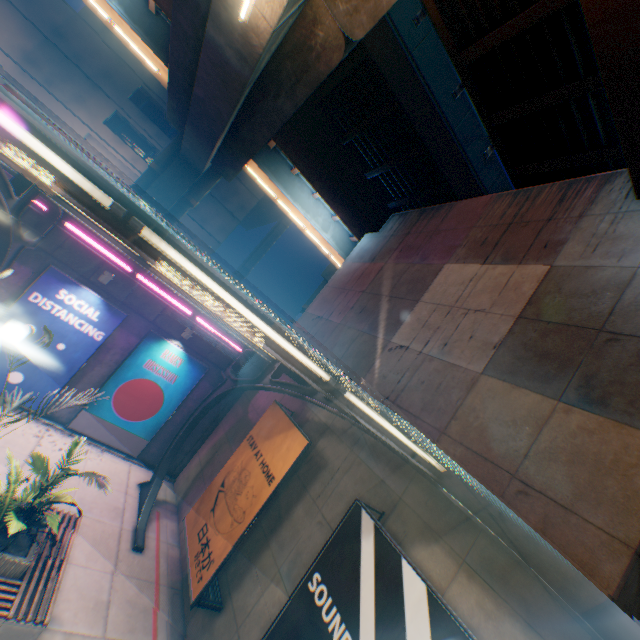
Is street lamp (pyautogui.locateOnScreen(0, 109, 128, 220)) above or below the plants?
above

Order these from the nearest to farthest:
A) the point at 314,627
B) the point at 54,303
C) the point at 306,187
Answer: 1. the point at 314,627
2. the point at 54,303
3. the point at 306,187

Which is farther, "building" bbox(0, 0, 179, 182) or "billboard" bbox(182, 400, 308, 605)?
"building" bbox(0, 0, 179, 182)

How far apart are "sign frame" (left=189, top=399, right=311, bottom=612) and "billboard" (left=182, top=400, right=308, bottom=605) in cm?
1

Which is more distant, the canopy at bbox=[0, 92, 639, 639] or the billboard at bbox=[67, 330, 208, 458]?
Result: the billboard at bbox=[67, 330, 208, 458]

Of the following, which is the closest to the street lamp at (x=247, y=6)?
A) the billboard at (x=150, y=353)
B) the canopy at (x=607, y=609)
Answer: the canopy at (x=607, y=609)

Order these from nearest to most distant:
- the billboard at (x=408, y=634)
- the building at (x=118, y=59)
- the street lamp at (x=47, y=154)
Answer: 1. the street lamp at (x=47, y=154)
2. the billboard at (x=408, y=634)
3. the building at (x=118, y=59)

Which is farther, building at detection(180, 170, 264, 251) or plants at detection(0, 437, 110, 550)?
building at detection(180, 170, 264, 251)
